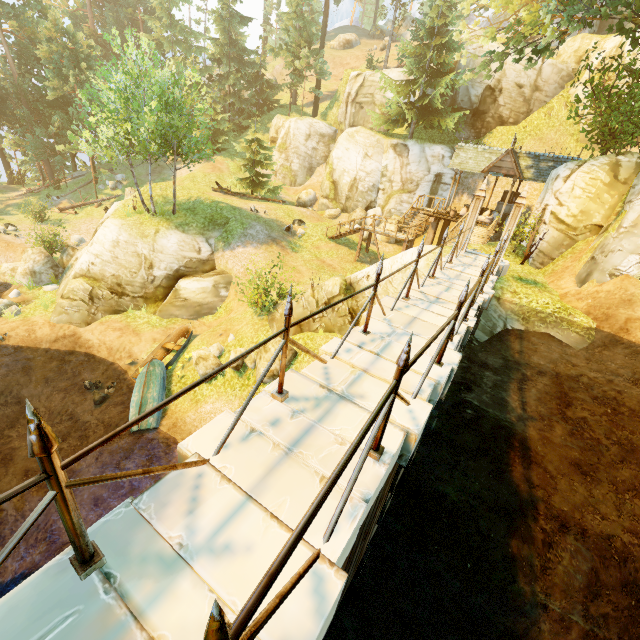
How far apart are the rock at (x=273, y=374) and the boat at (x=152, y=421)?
4.7m

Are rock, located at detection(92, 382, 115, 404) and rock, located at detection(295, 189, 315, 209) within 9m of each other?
no

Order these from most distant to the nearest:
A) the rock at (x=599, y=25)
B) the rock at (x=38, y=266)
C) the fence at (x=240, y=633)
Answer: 1. the rock at (x=599, y=25)
2. the rock at (x=38, y=266)
3. the fence at (x=240, y=633)

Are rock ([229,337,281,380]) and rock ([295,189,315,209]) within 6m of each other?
no

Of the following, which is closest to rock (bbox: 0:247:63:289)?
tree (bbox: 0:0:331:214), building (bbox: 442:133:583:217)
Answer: tree (bbox: 0:0:331:214)

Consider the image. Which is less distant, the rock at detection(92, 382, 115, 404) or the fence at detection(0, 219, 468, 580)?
the fence at detection(0, 219, 468, 580)

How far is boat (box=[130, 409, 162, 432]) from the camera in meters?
13.5

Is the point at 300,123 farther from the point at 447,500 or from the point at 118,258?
the point at 447,500
